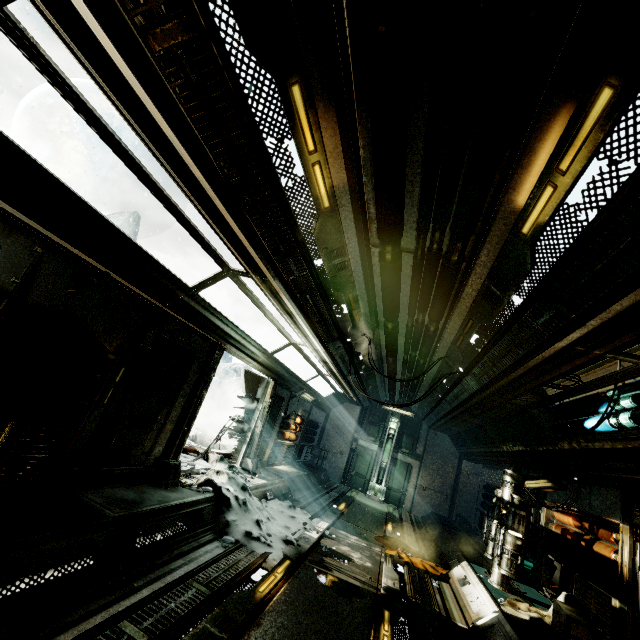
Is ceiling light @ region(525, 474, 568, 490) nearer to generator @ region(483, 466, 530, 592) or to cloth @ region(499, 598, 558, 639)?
generator @ region(483, 466, 530, 592)

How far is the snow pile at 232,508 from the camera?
5.7 meters

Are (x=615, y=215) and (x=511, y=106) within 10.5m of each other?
yes

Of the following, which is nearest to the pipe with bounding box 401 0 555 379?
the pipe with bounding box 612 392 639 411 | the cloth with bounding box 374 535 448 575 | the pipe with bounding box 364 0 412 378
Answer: the pipe with bounding box 364 0 412 378

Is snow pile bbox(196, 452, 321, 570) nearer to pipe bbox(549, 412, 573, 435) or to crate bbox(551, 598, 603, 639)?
crate bbox(551, 598, 603, 639)

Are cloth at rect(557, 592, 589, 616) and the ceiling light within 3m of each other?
yes

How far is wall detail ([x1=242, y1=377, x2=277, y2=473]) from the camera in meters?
9.2

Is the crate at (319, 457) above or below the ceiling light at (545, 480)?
below
